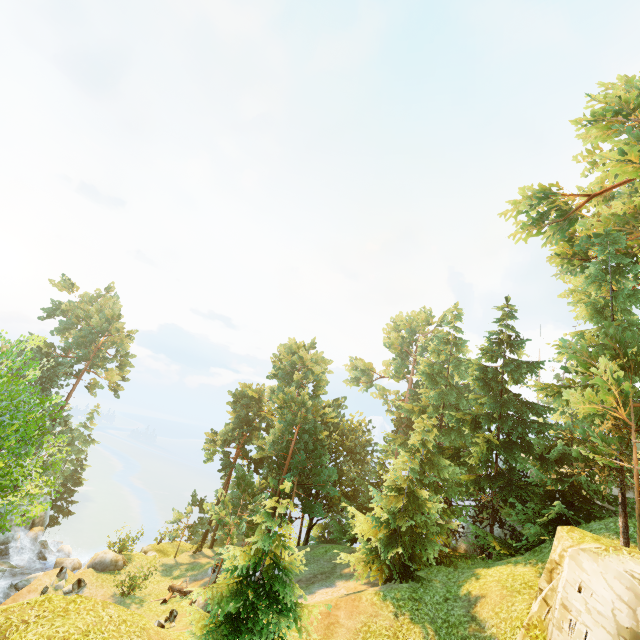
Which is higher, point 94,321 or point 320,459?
point 94,321

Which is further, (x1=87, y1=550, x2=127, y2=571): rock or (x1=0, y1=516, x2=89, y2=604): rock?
(x1=87, y1=550, x2=127, y2=571): rock

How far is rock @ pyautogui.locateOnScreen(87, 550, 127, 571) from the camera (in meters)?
23.74

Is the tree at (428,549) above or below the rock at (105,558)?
above

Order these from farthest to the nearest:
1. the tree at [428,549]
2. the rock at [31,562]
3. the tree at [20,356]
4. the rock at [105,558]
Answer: the rock at [105,558] → the rock at [31,562] → the tree at [428,549] → the tree at [20,356]

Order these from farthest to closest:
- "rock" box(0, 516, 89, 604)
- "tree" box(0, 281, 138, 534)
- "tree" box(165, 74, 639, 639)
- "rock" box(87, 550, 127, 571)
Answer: "rock" box(87, 550, 127, 571) < "rock" box(0, 516, 89, 604) < "tree" box(165, 74, 639, 639) < "tree" box(0, 281, 138, 534)

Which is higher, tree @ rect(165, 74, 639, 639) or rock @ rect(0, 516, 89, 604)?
tree @ rect(165, 74, 639, 639)

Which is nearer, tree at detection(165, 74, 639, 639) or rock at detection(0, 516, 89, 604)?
tree at detection(165, 74, 639, 639)
